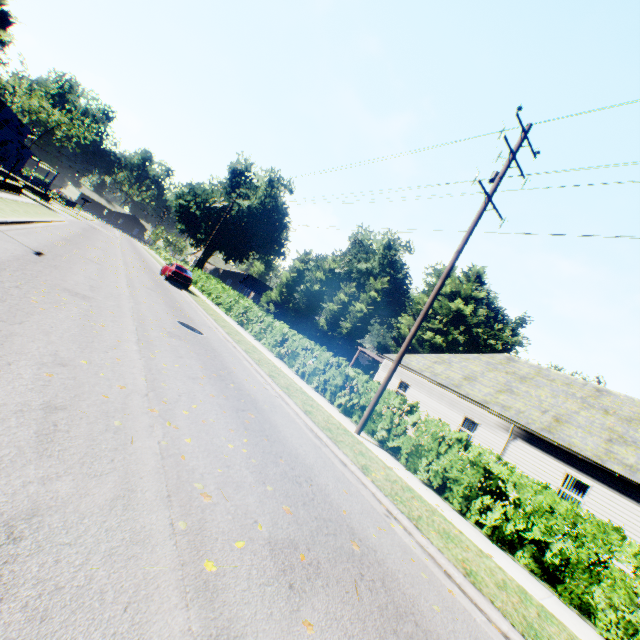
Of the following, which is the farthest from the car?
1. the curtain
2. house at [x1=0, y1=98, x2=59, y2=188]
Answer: house at [x1=0, y1=98, x2=59, y2=188]

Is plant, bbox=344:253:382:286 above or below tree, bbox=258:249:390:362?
above

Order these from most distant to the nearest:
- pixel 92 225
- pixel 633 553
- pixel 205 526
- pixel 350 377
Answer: pixel 92 225 → pixel 350 377 → pixel 633 553 → pixel 205 526

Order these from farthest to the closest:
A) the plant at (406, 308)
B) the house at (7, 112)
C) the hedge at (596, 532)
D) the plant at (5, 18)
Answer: the plant at (406, 308) → the house at (7, 112) → the plant at (5, 18) → the hedge at (596, 532)

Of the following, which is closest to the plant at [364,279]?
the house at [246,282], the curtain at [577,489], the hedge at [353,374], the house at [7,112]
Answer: the house at [7,112]

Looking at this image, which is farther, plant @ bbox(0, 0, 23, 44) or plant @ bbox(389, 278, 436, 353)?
plant @ bbox(389, 278, 436, 353)

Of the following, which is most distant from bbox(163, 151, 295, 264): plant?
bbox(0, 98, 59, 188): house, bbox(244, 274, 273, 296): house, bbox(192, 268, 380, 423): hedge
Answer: bbox(244, 274, 273, 296): house

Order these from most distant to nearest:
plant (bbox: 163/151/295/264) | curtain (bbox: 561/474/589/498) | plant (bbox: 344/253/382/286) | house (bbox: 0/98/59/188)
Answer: plant (bbox: 344/253/382/286) < plant (bbox: 163/151/295/264) < house (bbox: 0/98/59/188) < curtain (bbox: 561/474/589/498)
